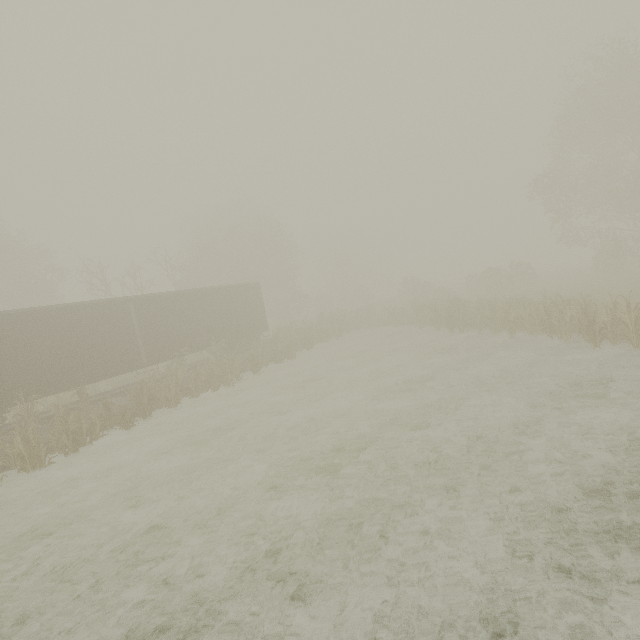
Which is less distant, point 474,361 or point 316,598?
point 316,598

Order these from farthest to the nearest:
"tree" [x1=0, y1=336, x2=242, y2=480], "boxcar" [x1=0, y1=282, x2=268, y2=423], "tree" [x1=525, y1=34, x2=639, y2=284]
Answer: "tree" [x1=525, y1=34, x2=639, y2=284] → "boxcar" [x1=0, y1=282, x2=268, y2=423] → "tree" [x1=0, y1=336, x2=242, y2=480]

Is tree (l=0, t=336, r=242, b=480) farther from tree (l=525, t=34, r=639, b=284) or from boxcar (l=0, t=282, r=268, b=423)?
tree (l=525, t=34, r=639, b=284)

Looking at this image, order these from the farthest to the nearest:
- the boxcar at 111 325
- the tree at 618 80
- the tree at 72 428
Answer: the tree at 618 80 → the boxcar at 111 325 → the tree at 72 428

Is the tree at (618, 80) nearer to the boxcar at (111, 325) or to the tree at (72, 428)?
the boxcar at (111, 325)

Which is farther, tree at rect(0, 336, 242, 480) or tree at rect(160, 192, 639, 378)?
tree at rect(160, 192, 639, 378)

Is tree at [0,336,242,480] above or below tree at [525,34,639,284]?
below
